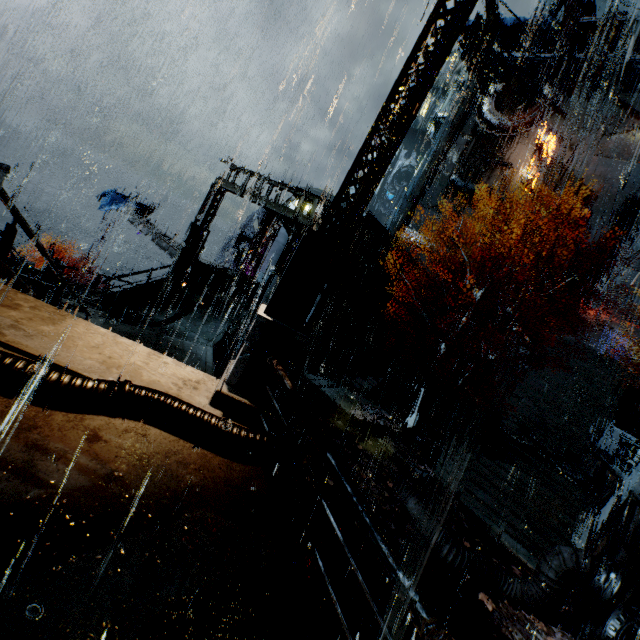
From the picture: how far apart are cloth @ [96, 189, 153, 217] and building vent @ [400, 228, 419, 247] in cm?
2785

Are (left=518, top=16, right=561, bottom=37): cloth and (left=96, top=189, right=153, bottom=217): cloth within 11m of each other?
no

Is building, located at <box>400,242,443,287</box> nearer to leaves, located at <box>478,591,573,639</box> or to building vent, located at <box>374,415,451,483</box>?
leaves, located at <box>478,591,573,639</box>

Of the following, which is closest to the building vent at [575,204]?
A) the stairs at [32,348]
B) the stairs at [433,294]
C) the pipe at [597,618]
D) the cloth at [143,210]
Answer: the stairs at [433,294]

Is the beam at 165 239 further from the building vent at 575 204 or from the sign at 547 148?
the building vent at 575 204

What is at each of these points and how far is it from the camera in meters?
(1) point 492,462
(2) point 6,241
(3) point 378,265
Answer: (1) stairs, 15.6
(2) railing, 5.5
(3) building, 24.5

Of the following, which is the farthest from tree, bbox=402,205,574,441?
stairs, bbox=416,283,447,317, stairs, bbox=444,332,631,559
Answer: stairs, bbox=416,283,447,317

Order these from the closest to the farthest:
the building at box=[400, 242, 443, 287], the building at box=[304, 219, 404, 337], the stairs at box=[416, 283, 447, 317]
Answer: the building at box=[304, 219, 404, 337]
the stairs at box=[416, 283, 447, 317]
the building at box=[400, 242, 443, 287]
